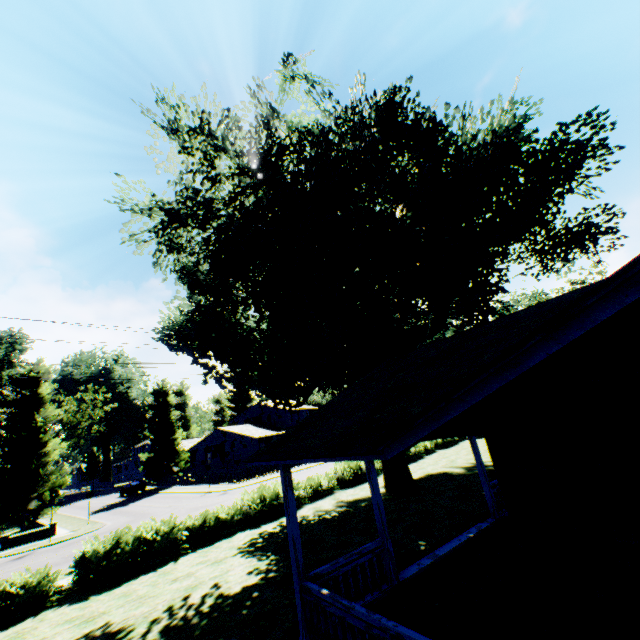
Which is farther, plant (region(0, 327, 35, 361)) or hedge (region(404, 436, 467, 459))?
plant (region(0, 327, 35, 361))

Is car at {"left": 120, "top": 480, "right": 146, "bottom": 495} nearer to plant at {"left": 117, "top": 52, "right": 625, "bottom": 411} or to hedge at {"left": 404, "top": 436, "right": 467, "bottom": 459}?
plant at {"left": 117, "top": 52, "right": 625, "bottom": 411}

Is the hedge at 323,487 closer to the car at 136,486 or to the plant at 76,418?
the plant at 76,418

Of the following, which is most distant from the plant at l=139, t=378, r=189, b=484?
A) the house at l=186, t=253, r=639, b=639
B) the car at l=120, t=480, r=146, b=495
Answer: the house at l=186, t=253, r=639, b=639

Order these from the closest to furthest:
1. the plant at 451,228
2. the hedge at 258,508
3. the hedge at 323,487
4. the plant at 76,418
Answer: the hedge at 258,508, the plant at 451,228, the hedge at 323,487, the plant at 76,418

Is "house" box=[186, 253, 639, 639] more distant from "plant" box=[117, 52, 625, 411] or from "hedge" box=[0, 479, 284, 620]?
"hedge" box=[0, 479, 284, 620]

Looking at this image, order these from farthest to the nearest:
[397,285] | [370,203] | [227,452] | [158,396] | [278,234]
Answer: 1. [158,396]
2. [227,452]
3. [370,203]
4. [397,285]
5. [278,234]

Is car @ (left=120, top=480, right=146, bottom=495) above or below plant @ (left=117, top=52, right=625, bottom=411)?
below
